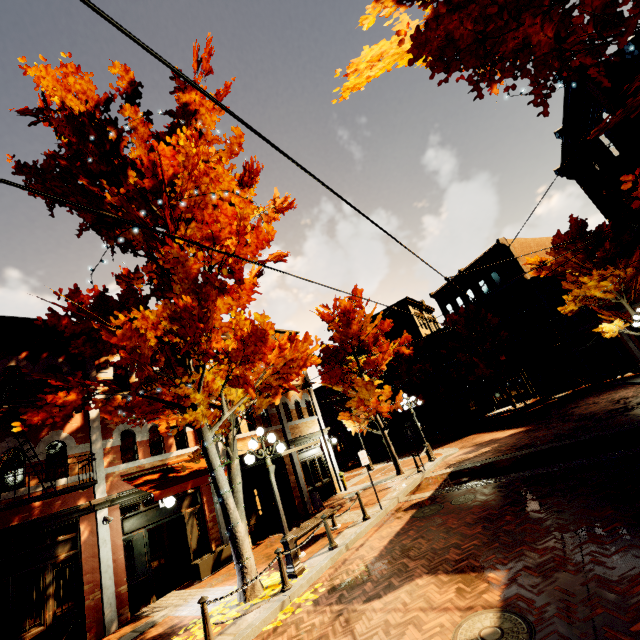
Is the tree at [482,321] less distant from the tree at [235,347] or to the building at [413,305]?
the tree at [235,347]

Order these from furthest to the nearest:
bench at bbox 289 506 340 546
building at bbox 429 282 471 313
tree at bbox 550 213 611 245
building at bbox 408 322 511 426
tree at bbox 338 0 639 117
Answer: building at bbox 429 282 471 313 < building at bbox 408 322 511 426 < tree at bbox 550 213 611 245 < bench at bbox 289 506 340 546 < tree at bbox 338 0 639 117

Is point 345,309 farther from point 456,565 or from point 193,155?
point 456,565

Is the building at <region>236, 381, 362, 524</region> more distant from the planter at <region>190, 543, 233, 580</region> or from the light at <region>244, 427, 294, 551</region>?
the light at <region>244, 427, 294, 551</region>

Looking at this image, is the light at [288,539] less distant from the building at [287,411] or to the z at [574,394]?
the building at [287,411]

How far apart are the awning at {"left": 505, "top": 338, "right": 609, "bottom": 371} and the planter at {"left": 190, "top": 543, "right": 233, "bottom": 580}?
24.87m

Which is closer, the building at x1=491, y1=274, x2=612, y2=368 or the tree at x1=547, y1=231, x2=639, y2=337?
the tree at x1=547, y1=231, x2=639, y2=337

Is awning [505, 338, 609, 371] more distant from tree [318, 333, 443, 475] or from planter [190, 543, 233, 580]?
planter [190, 543, 233, 580]
